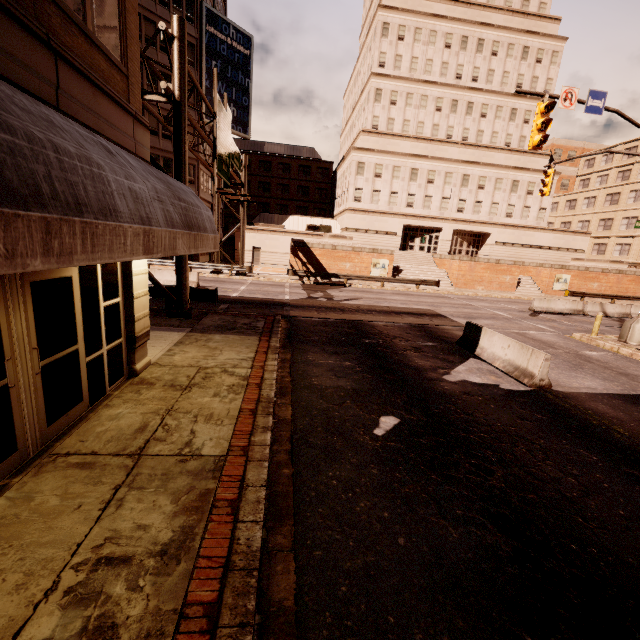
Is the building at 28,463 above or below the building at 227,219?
below

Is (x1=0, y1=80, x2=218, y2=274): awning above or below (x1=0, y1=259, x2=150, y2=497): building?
above

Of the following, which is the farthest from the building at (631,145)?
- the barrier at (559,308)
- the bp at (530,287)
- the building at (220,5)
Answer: the barrier at (559,308)

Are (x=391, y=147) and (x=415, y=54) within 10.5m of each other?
no

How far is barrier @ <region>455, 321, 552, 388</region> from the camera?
8.9 meters

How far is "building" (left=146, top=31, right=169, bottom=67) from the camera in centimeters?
2959cm

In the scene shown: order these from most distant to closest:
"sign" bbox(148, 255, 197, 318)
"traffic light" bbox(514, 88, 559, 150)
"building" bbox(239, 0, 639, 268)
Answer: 1. "building" bbox(239, 0, 639, 268)
2. "sign" bbox(148, 255, 197, 318)
3. "traffic light" bbox(514, 88, 559, 150)

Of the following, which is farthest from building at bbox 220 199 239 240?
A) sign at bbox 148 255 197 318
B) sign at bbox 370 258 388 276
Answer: sign at bbox 148 255 197 318
